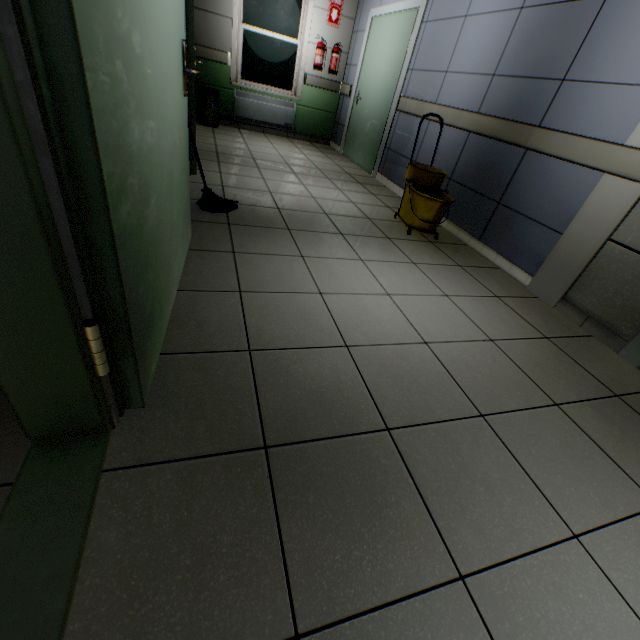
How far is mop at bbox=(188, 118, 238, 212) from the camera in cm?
244

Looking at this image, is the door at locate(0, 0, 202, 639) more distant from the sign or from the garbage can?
the sign

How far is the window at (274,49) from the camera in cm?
579

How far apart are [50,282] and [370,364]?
1.27m

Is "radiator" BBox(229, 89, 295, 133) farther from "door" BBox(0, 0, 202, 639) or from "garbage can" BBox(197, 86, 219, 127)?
"door" BBox(0, 0, 202, 639)

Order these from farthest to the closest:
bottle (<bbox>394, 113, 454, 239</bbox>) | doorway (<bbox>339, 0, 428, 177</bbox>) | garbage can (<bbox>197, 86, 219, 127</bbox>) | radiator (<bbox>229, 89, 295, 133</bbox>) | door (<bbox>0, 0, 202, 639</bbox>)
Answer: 1. radiator (<bbox>229, 89, 295, 133</bbox>)
2. garbage can (<bbox>197, 86, 219, 127</bbox>)
3. doorway (<bbox>339, 0, 428, 177</bbox>)
4. bottle (<bbox>394, 113, 454, 239</bbox>)
5. door (<bbox>0, 0, 202, 639</bbox>)

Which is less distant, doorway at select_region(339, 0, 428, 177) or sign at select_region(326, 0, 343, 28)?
doorway at select_region(339, 0, 428, 177)

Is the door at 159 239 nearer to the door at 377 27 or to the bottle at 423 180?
the bottle at 423 180
